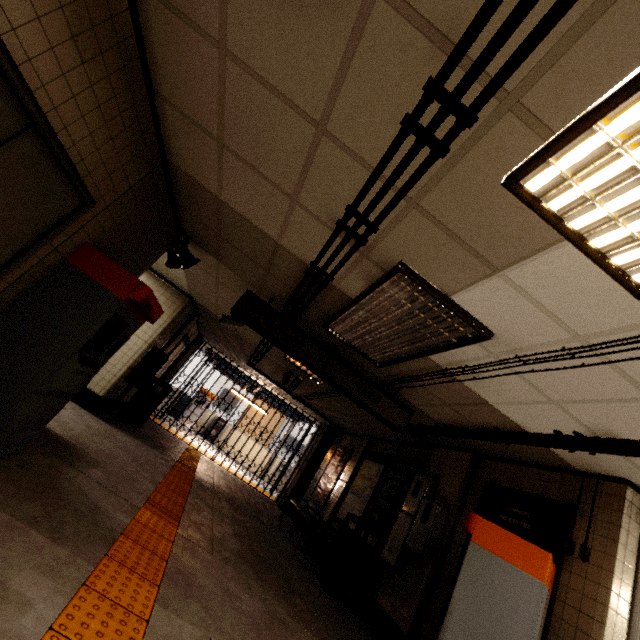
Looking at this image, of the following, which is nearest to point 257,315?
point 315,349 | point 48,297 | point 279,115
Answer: point 315,349

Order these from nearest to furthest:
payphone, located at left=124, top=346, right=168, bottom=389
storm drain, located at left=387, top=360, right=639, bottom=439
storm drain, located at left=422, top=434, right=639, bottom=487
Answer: storm drain, located at left=387, top=360, right=639, bottom=439, storm drain, located at left=422, top=434, right=639, bottom=487, payphone, located at left=124, top=346, right=168, bottom=389

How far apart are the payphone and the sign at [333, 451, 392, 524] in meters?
5.4 m

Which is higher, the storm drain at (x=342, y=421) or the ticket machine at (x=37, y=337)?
the storm drain at (x=342, y=421)

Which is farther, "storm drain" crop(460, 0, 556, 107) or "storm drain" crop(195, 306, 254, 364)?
"storm drain" crop(195, 306, 254, 364)

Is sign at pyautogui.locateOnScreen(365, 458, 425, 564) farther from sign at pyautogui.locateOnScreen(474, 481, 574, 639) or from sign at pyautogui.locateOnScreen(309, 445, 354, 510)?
sign at pyautogui.locateOnScreen(309, 445, 354, 510)

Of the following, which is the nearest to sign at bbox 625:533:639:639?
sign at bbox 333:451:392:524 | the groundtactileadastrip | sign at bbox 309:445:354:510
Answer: the groundtactileadastrip

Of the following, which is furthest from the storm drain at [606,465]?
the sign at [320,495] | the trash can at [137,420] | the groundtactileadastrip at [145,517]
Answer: the groundtactileadastrip at [145,517]
